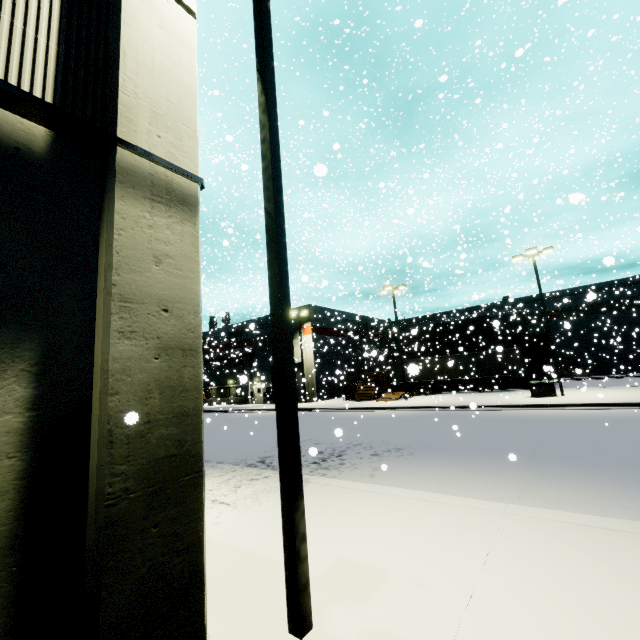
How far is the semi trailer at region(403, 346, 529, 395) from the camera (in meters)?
27.98

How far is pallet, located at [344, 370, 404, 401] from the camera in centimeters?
2830cm

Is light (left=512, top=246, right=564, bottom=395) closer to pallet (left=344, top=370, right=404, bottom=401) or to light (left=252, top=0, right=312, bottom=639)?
pallet (left=344, top=370, right=404, bottom=401)

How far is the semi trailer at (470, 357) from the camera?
28.0m

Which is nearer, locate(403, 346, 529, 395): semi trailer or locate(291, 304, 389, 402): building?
locate(403, 346, 529, 395): semi trailer

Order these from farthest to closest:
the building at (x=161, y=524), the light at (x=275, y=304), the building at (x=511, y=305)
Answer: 1. the building at (x=511, y=305)
2. the light at (x=275, y=304)
3. the building at (x=161, y=524)

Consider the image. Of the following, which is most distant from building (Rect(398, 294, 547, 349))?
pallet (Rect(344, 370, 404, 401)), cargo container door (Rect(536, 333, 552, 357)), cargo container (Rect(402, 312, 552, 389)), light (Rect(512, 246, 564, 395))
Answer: light (Rect(512, 246, 564, 395))

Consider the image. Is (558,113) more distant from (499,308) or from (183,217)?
(499,308)
